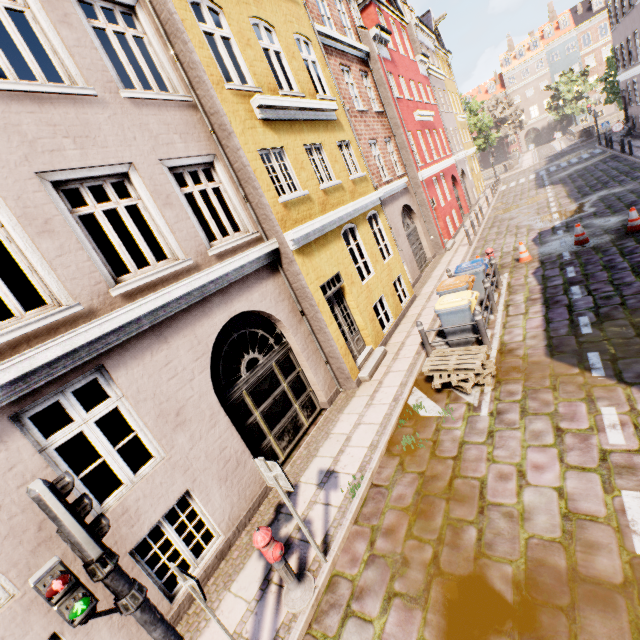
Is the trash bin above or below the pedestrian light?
below

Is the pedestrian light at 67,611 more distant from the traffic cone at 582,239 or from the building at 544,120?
the traffic cone at 582,239

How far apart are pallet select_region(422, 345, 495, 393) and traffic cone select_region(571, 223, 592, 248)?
7.0 meters

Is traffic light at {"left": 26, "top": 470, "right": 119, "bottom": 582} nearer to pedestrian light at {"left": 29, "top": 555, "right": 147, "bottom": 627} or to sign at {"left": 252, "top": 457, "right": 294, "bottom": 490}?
pedestrian light at {"left": 29, "top": 555, "right": 147, "bottom": 627}

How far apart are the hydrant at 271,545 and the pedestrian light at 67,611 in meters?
1.3

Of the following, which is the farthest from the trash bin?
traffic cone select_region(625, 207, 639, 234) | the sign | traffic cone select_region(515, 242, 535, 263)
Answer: traffic cone select_region(625, 207, 639, 234)

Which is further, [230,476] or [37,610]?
[230,476]

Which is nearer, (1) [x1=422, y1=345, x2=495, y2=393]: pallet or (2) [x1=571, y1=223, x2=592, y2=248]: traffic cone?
(1) [x1=422, y1=345, x2=495, y2=393]: pallet
